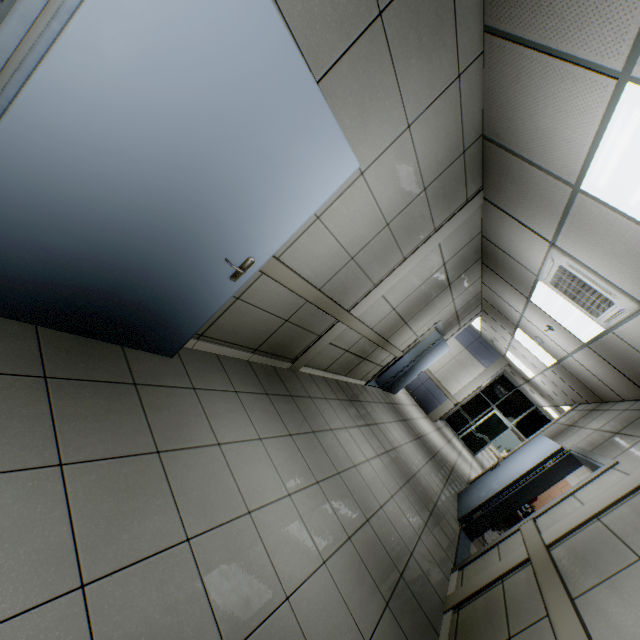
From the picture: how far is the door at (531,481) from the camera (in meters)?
3.59

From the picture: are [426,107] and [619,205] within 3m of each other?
yes

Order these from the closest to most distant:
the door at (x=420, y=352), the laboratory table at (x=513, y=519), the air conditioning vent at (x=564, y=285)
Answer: the air conditioning vent at (x=564, y=285) < the laboratory table at (x=513, y=519) < the door at (x=420, y=352)

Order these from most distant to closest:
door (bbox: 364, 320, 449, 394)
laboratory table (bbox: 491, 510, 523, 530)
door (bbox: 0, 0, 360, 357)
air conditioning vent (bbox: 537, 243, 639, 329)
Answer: door (bbox: 364, 320, 449, 394), laboratory table (bbox: 491, 510, 523, 530), air conditioning vent (bbox: 537, 243, 639, 329), door (bbox: 0, 0, 360, 357)

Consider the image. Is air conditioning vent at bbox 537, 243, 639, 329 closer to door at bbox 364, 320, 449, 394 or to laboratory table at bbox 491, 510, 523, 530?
door at bbox 364, 320, 449, 394

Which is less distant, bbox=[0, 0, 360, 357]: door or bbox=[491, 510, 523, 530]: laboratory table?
bbox=[0, 0, 360, 357]: door

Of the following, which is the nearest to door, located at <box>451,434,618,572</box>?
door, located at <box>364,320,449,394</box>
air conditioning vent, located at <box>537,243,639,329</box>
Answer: air conditioning vent, located at <box>537,243,639,329</box>

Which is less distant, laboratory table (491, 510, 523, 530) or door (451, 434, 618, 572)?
door (451, 434, 618, 572)
